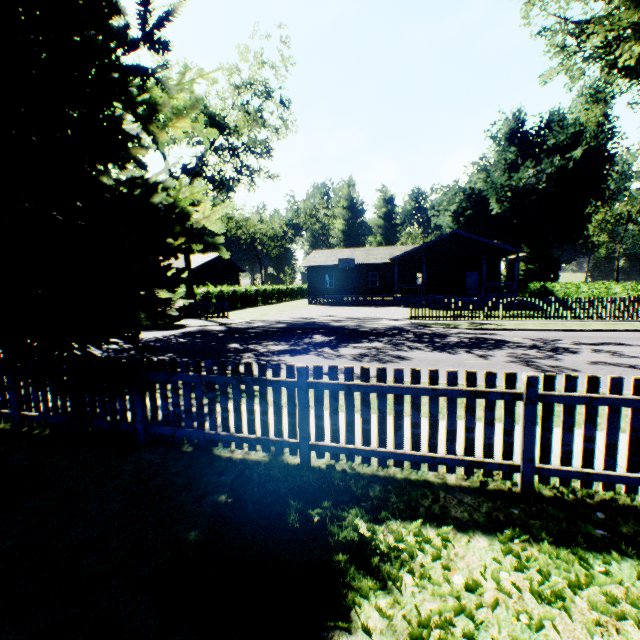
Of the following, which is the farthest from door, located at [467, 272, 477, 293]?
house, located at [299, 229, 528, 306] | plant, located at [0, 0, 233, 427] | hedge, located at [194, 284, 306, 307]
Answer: plant, located at [0, 0, 233, 427]

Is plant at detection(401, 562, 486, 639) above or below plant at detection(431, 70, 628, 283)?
below

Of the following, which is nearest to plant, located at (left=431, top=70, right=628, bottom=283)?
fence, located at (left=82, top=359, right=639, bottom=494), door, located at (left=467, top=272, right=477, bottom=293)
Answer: fence, located at (left=82, top=359, right=639, bottom=494)

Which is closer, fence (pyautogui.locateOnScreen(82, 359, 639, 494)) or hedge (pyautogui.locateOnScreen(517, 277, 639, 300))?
fence (pyautogui.locateOnScreen(82, 359, 639, 494))

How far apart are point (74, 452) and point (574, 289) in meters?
33.5

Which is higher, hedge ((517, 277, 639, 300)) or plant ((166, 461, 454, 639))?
hedge ((517, 277, 639, 300))

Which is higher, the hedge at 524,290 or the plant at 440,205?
the plant at 440,205

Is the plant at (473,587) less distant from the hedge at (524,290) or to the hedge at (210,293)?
the hedge at (210,293)
